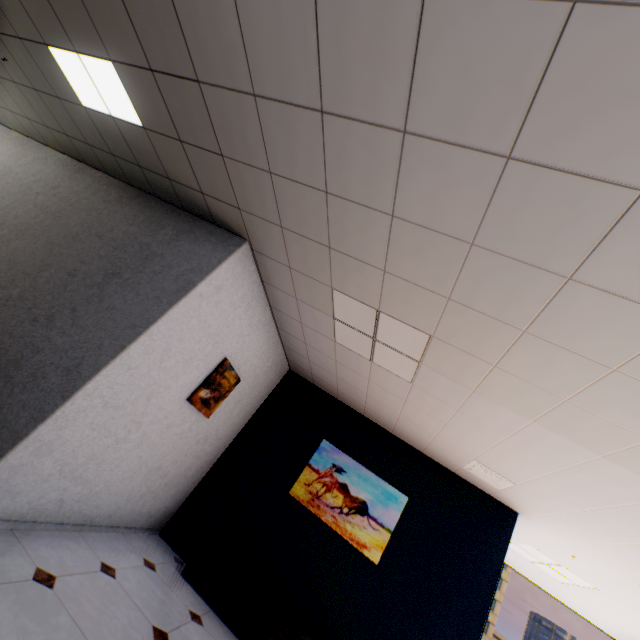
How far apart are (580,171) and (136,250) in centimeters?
361cm

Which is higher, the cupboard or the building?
the building

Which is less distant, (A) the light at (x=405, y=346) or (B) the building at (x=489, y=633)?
(A) the light at (x=405, y=346)

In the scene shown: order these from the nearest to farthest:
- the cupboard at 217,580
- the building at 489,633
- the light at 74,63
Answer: the light at 74,63, the cupboard at 217,580, the building at 489,633

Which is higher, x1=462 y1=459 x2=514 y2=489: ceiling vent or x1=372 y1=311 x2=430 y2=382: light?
x1=372 y1=311 x2=430 y2=382: light

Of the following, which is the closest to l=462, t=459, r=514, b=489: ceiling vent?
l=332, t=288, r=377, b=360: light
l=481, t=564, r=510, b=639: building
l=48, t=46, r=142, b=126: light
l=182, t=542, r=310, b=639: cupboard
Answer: l=332, t=288, r=377, b=360: light

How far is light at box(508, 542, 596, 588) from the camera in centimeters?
487cm

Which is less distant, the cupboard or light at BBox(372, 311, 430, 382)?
light at BBox(372, 311, 430, 382)
